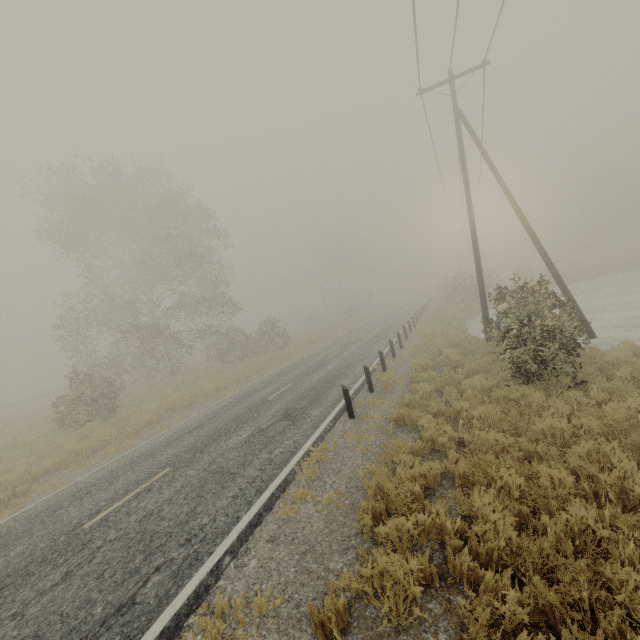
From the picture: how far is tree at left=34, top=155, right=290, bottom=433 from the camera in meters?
22.5 m

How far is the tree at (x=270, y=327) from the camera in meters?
22.5

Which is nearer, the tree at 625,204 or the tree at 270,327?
the tree at 270,327

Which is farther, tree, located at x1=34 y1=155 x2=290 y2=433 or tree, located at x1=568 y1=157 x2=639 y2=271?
tree, located at x1=568 y1=157 x2=639 y2=271

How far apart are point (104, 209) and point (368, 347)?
21.60m
